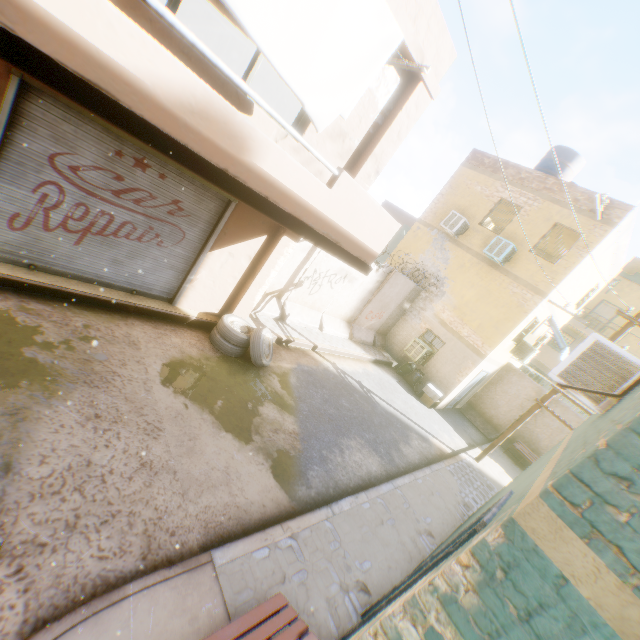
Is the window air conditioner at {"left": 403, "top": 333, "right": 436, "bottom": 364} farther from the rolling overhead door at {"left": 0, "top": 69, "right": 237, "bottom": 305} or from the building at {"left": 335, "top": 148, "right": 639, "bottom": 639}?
the rolling overhead door at {"left": 0, "top": 69, "right": 237, "bottom": 305}

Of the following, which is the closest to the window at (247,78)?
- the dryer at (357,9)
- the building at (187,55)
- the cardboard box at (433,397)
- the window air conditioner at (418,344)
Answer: the building at (187,55)

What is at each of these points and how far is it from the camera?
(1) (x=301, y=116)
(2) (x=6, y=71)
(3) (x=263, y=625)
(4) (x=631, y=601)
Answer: (1) window, 5.5m
(2) building, 4.0m
(3) table, 2.8m
(4) building, 1.6m

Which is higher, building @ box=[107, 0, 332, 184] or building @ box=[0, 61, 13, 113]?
building @ box=[107, 0, 332, 184]

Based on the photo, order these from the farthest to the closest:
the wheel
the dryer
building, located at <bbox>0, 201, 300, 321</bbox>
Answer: the wheel, building, located at <bbox>0, 201, 300, 321</bbox>, the dryer

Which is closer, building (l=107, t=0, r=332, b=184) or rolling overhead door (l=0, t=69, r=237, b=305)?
building (l=107, t=0, r=332, b=184)

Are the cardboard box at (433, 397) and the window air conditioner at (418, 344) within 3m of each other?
yes

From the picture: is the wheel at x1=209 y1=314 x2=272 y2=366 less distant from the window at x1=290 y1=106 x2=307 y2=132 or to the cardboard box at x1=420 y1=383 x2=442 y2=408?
the window at x1=290 y1=106 x2=307 y2=132
